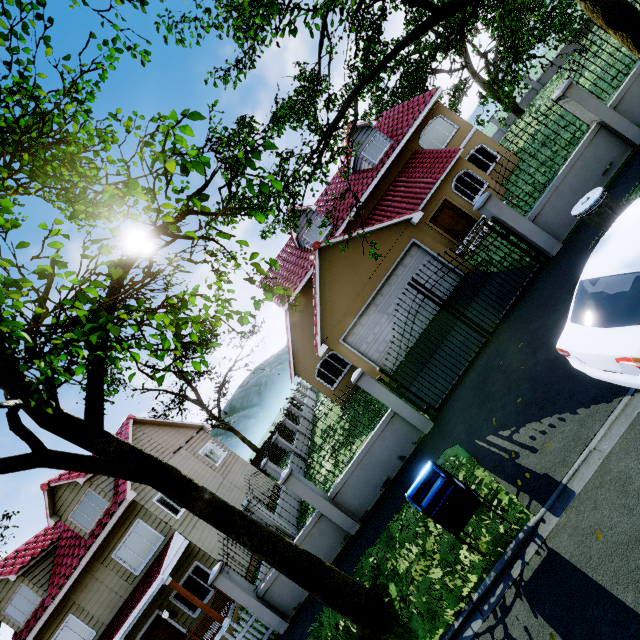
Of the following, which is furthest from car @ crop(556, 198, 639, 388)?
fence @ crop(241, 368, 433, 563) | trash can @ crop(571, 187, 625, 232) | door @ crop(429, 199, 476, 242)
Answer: door @ crop(429, 199, 476, 242)

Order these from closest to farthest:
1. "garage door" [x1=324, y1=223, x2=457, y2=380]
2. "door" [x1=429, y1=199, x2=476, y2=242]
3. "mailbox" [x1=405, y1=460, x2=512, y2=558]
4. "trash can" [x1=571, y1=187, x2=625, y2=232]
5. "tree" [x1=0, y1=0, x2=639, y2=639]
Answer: "tree" [x1=0, y1=0, x2=639, y2=639] < "mailbox" [x1=405, y1=460, x2=512, y2=558] < "trash can" [x1=571, y1=187, x2=625, y2=232] < "garage door" [x1=324, y1=223, x2=457, y2=380] < "door" [x1=429, y1=199, x2=476, y2=242]

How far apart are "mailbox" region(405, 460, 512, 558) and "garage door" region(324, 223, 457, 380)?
7.78m

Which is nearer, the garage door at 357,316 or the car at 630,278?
the car at 630,278

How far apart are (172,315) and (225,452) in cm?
1965

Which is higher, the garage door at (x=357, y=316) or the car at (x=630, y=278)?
the garage door at (x=357, y=316)

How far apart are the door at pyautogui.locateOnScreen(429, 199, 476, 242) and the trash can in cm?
999

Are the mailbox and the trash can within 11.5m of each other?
yes
